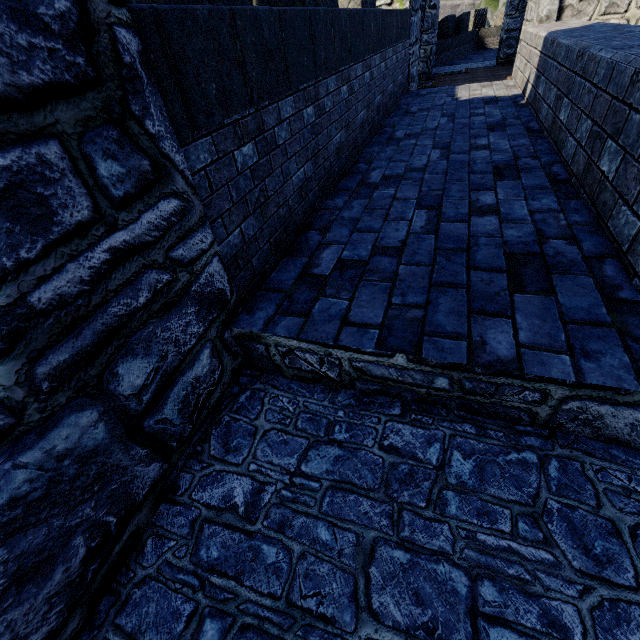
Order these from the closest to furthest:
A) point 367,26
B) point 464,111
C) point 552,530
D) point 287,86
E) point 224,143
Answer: point 552,530 → point 224,143 → point 287,86 → point 367,26 → point 464,111
